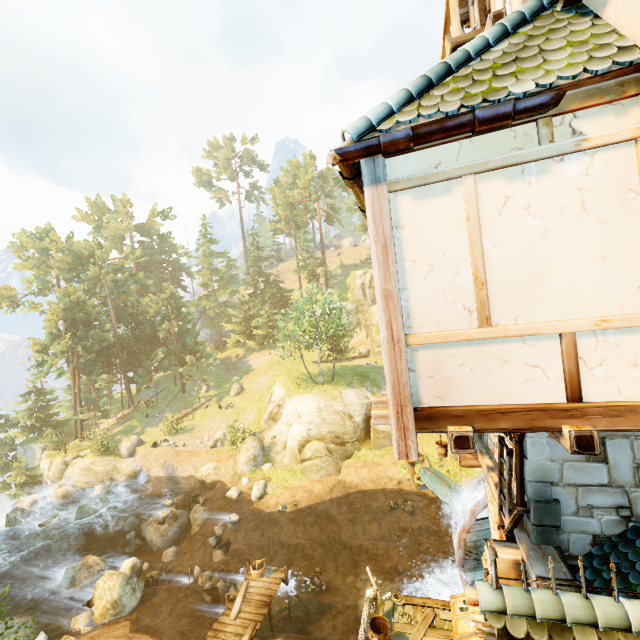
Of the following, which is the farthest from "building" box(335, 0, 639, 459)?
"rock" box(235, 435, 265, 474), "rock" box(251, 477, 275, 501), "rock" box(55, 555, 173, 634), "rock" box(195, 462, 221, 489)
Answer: "rock" box(195, 462, 221, 489)

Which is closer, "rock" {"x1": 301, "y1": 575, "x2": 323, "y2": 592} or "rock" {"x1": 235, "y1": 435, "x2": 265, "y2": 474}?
"rock" {"x1": 301, "y1": 575, "x2": 323, "y2": 592}

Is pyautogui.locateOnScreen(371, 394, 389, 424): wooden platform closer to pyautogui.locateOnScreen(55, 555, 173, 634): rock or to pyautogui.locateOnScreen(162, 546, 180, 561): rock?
pyautogui.locateOnScreen(55, 555, 173, 634): rock

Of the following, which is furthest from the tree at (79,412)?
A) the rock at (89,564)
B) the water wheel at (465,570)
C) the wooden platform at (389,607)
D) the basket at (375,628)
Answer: the water wheel at (465,570)

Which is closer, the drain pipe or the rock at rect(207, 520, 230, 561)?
the drain pipe

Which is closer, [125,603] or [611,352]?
[611,352]

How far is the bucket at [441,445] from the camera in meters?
10.9

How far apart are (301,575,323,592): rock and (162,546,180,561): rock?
8.5m
